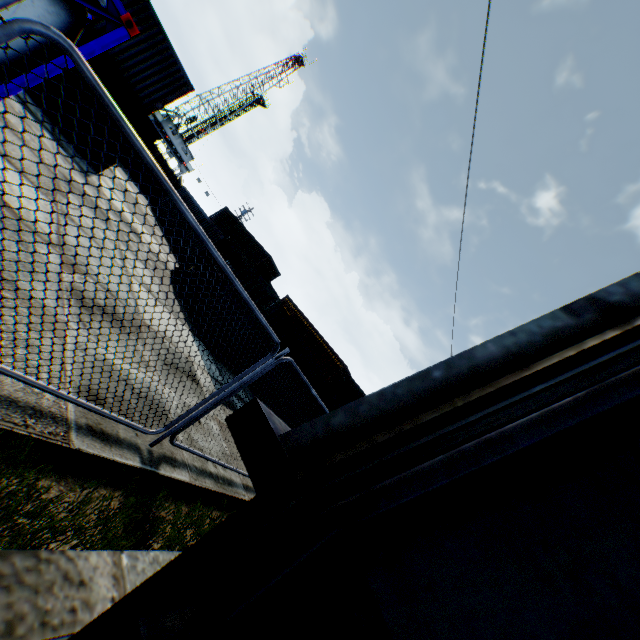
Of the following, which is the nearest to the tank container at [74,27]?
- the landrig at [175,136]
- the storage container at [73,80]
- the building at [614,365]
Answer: the storage container at [73,80]

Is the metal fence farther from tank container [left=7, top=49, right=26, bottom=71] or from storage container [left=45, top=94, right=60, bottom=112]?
storage container [left=45, top=94, right=60, bottom=112]

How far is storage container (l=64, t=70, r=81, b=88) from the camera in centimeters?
1126cm

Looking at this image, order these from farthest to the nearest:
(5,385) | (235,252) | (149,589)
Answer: (235,252)
(5,385)
(149,589)

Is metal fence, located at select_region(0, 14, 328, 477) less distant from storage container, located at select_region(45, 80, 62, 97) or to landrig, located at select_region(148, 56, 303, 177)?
storage container, located at select_region(45, 80, 62, 97)

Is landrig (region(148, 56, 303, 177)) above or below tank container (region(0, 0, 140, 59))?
above

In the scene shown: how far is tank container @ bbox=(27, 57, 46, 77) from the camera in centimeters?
420cm

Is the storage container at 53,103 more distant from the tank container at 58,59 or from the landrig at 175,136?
the landrig at 175,136
